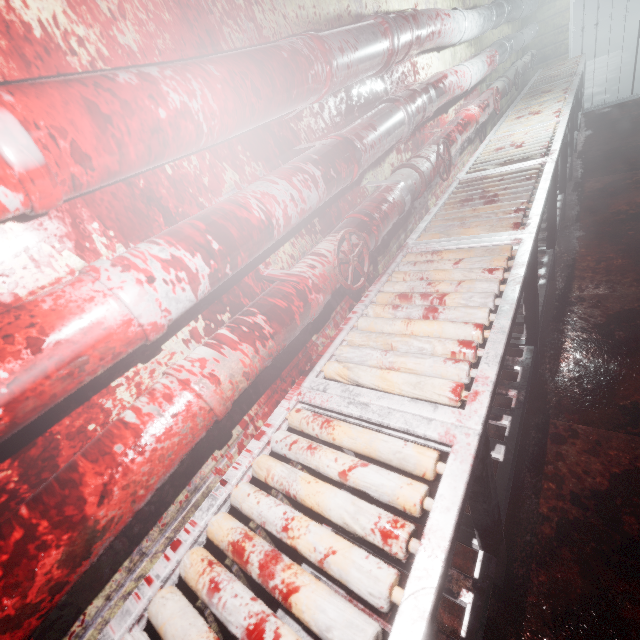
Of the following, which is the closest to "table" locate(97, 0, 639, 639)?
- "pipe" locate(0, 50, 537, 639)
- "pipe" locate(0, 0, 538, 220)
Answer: "pipe" locate(0, 50, 537, 639)

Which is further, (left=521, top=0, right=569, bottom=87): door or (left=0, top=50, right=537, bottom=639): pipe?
(left=521, top=0, right=569, bottom=87): door

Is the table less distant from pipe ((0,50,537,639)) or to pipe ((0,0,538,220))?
pipe ((0,50,537,639))

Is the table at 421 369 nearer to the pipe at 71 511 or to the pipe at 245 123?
the pipe at 71 511

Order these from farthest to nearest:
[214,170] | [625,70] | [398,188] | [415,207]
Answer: [625,70]
[415,207]
[398,188]
[214,170]

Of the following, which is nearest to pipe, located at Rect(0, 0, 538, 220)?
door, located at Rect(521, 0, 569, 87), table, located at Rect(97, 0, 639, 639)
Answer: door, located at Rect(521, 0, 569, 87)

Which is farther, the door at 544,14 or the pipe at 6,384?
the door at 544,14

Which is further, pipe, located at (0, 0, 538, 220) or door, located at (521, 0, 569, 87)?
door, located at (521, 0, 569, 87)
